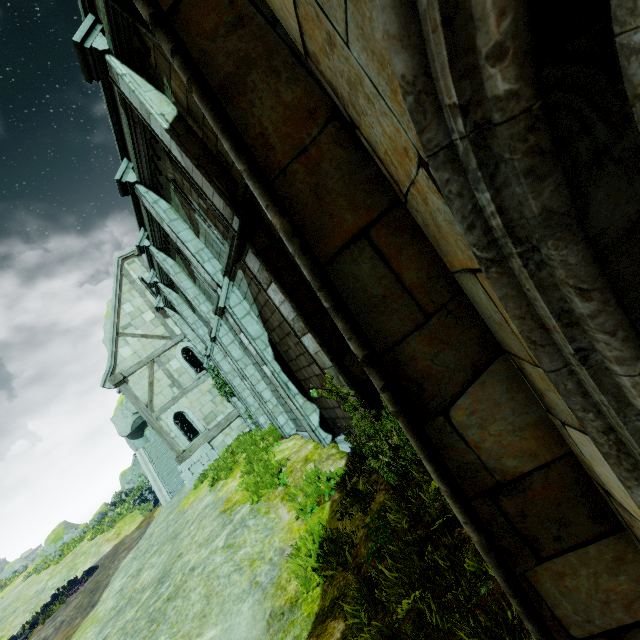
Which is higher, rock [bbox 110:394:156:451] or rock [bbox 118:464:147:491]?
rock [bbox 110:394:156:451]

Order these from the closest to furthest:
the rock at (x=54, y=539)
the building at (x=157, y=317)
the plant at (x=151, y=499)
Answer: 1. the building at (x=157, y=317)
2. the plant at (x=151, y=499)
3. the rock at (x=54, y=539)

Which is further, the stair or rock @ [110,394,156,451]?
rock @ [110,394,156,451]

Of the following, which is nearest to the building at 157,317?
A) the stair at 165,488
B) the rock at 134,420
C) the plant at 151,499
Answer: the stair at 165,488

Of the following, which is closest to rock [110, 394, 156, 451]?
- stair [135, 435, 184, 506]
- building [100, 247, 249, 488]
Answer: stair [135, 435, 184, 506]

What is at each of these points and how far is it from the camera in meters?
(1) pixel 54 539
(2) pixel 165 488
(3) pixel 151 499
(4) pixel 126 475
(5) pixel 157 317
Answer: (1) rock, 39.7 m
(2) stair, 20.9 m
(3) plant, 24.8 m
(4) rock, 34.8 m
(5) building, 19.3 m

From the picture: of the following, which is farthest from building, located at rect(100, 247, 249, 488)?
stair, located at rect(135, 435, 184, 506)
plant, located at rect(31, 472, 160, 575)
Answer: plant, located at rect(31, 472, 160, 575)

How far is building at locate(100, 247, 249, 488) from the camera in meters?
17.7 m
